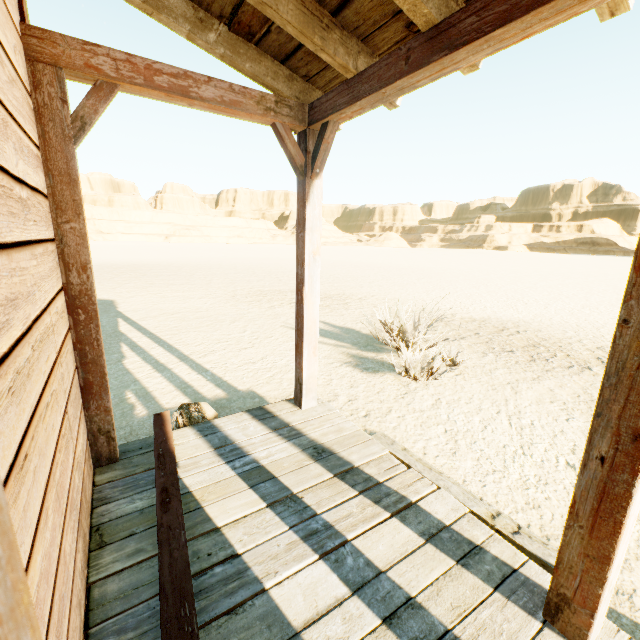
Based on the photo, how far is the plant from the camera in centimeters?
307cm

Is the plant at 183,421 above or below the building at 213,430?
below

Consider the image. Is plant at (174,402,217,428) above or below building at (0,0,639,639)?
below

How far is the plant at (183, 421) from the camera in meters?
3.1 m

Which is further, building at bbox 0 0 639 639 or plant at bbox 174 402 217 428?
plant at bbox 174 402 217 428

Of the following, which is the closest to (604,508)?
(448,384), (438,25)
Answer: (438,25)
